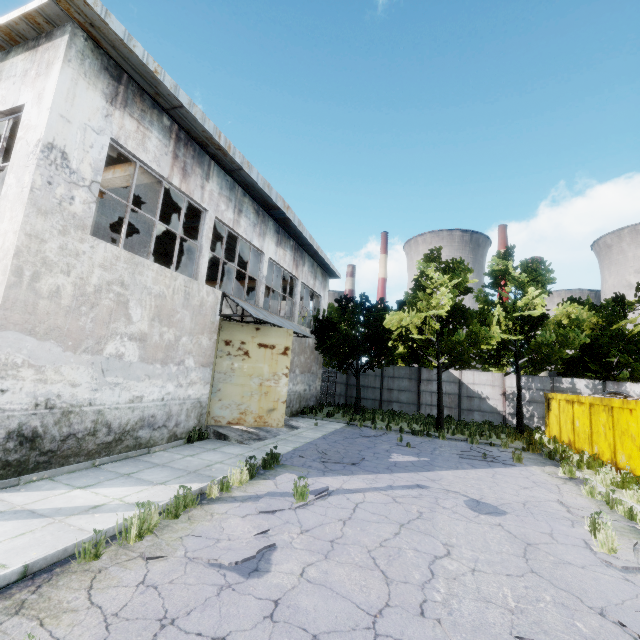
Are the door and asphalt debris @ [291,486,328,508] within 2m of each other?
no

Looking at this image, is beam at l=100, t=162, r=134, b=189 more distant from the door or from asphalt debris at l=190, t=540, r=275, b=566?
asphalt debris at l=190, t=540, r=275, b=566

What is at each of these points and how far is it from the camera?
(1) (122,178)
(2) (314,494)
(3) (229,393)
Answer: (1) beam, 10.2m
(2) asphalt debris, 7.0m
(3) door, 12.0m

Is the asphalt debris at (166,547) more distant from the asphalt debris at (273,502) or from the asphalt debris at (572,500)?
the asphalt debris at (572,500)

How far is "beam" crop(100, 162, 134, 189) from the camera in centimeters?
1008cm

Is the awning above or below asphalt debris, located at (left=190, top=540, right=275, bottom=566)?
above

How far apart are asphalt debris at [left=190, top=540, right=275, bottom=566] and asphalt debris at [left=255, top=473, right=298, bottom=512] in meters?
0.5

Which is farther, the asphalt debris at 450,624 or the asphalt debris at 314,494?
the asphalt debris at 314,494
